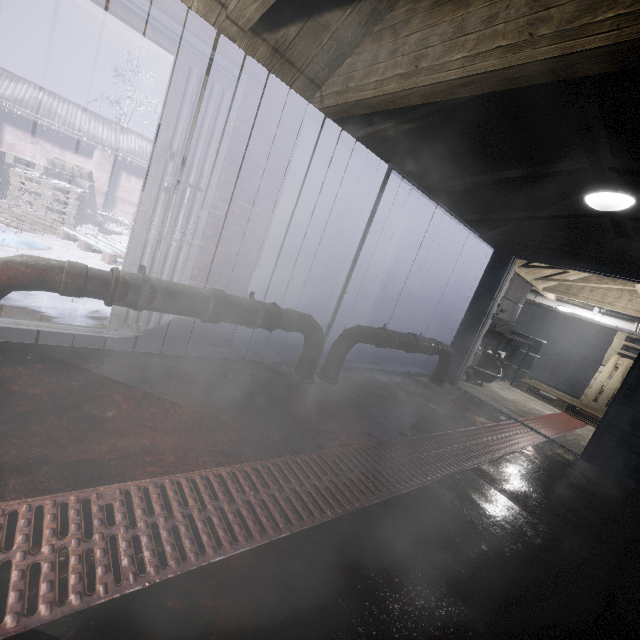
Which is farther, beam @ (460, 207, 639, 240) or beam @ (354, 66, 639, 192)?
beam @ (460, 207, 639, 240)

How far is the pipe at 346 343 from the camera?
2.9 meters

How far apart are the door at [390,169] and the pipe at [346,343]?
0.1 meters

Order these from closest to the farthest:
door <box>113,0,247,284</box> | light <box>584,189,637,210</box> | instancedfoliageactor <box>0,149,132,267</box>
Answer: door <box>113,0,247,284</box> → light <box>584,189,637,210</box> → instancedfoliageactor <box>0,149,132,267</box>

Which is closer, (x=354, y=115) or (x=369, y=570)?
(x=369, y=570)

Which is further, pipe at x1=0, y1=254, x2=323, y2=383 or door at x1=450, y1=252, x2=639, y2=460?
door at x1=450, y1=252, x2=639, y2=460

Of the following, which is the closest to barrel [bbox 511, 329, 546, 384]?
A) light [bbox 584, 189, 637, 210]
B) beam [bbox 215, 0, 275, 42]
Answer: light [bbox 584, 189, 637, 210]

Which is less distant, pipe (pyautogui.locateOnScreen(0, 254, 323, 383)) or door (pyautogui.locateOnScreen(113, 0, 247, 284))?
pipe (pyautogui.locateOnScreen(0, 254, 323, 383))
